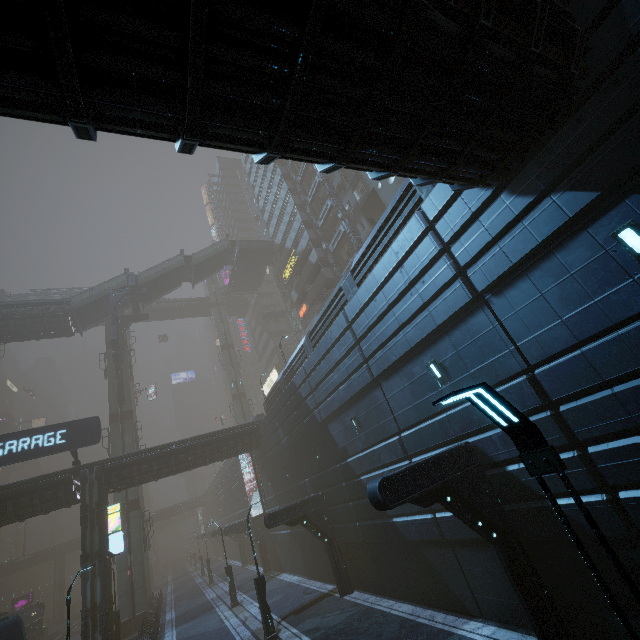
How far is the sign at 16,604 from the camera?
42.8 meters

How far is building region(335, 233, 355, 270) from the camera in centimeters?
3584cm

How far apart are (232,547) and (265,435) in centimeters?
3478cm

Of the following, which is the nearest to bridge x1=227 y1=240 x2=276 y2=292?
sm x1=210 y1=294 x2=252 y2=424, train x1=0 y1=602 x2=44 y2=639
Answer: sm x1=210 y1=294 x2=252 y2=424

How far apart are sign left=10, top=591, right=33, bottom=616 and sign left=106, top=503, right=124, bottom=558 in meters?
39.7 m

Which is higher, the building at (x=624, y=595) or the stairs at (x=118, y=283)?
the stairs at (x=118, y=283)

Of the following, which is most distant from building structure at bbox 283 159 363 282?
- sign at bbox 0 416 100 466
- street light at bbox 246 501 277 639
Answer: sign at bbox 0 416 100 466

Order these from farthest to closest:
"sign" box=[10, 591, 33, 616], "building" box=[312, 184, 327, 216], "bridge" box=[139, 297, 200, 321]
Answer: "bridge" box=[139, 297, 200, 321]
"sign" box=[10, 591, 33, 616]
"building" box=[312, 184, 327, 216]
